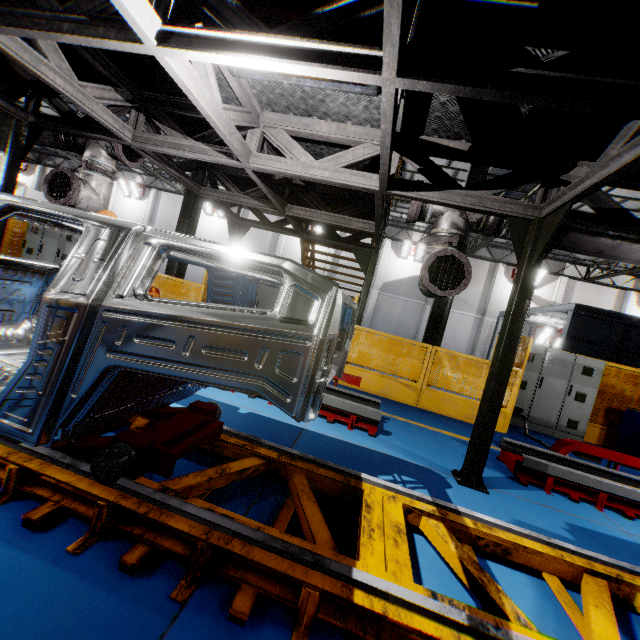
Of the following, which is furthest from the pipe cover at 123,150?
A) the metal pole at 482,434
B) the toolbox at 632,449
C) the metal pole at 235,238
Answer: the toolbox at 632,449

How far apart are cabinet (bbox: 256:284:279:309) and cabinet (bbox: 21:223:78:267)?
5.9m

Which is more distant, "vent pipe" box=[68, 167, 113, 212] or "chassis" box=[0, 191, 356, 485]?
"vent pipe" box=[68, 167, 113, 212]

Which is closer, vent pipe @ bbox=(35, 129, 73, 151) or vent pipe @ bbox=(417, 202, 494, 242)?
→ vent pipe @ bbox=(417, 202, 494, 242)

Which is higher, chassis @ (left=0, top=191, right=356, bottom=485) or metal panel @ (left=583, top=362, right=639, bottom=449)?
chassis @ (left=0, top=191, right=356, bottom=485)

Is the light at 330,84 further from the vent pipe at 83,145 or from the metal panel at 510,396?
the metal panel at 510,396

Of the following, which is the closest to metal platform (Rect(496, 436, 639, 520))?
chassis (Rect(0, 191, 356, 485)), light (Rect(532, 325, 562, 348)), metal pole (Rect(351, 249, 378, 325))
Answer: chassis (Rect(0, 191, 356, 485))

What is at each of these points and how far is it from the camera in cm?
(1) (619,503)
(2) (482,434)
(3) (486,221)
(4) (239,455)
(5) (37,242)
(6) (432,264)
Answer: (1) metal platform, 433
(2) metal pole, 395
(3) vent pipe, 427
(4) platform, 298
(5) cabinet, 1101
(6) pipe cover, 400
